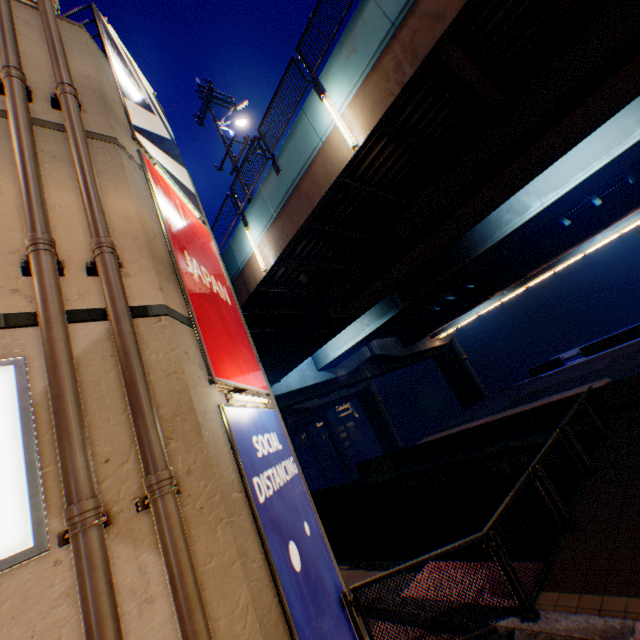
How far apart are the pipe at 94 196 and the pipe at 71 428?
0.27m

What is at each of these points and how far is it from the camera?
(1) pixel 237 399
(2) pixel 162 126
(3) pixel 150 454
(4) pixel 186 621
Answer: (1) street lamp, 5.0m
(2) billboard, 8.2m
(3) pipe, 2.8m
(4) pipe, 2.4m

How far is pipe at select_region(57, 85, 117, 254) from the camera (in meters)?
3.55

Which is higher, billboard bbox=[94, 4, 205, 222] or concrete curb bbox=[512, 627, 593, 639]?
billboard bbox=[94, 4, 205, 222]

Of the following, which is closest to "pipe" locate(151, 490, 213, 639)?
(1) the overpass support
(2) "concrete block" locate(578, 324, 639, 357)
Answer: (1) the overpass support

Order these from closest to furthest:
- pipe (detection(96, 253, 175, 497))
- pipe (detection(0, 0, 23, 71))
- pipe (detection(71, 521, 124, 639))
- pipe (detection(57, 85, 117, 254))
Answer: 1. pipe (detection(71, 521, 124, 639))
2. pipe (detection(96, 253, 175, 497))
3. pipe (detection(57, 85, 117, 254))
4. pipe (detection(0, 0, 23, 71))

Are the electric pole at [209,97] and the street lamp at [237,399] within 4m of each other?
no
